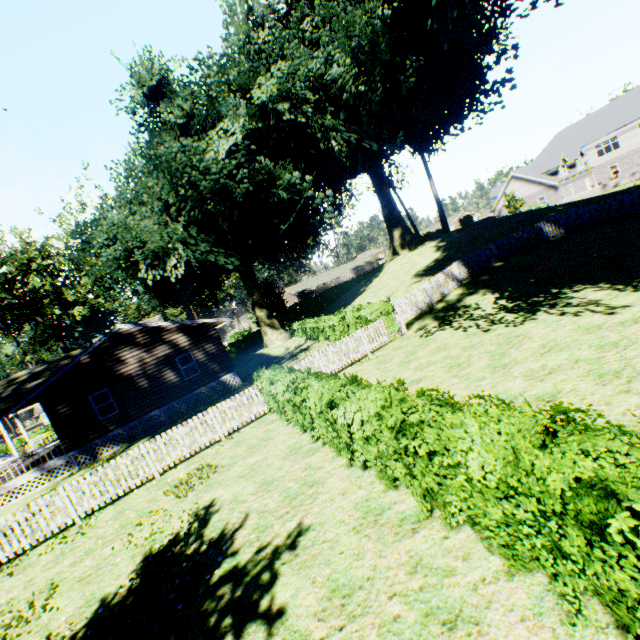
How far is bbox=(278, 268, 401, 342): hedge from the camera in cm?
1623

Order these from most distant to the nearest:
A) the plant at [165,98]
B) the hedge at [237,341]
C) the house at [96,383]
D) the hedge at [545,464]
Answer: the hedge at [237,341] → the plant at [165,98] → the house at [96,383] → the hedge at [545,464]

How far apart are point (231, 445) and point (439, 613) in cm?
932

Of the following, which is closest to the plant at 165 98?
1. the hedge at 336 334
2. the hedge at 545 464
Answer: the hedge at 336 334

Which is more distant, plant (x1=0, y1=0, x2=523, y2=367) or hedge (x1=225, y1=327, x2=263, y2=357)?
hedge (x1=225, y1=327, x2=263, y2=357)

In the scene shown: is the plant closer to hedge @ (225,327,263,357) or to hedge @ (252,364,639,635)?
hedge @ (225,327,263,357)

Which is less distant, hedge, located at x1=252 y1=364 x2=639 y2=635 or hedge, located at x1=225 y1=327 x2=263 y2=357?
hedge, located at x1=252 y1=364 x2=639 y2=635
